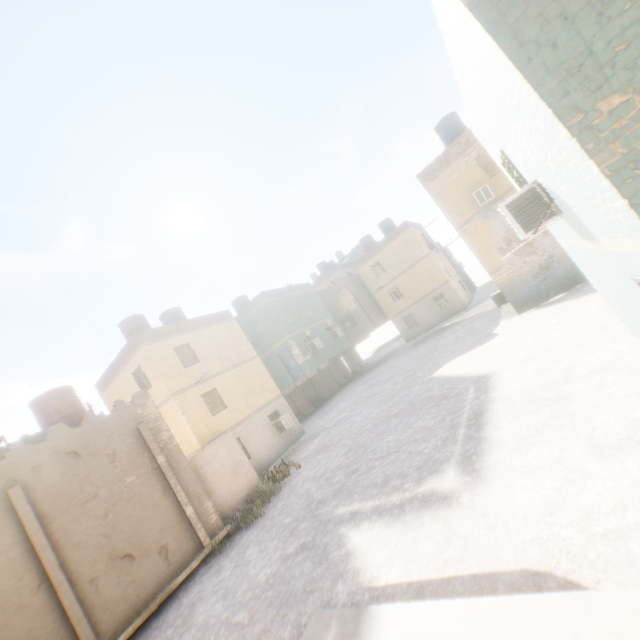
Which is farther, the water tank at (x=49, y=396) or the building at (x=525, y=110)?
the water tank at (x=49, y=396)

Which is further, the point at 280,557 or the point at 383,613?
the point at 280,557

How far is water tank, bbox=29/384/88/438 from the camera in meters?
12.8 m

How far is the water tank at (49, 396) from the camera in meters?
12.8 m

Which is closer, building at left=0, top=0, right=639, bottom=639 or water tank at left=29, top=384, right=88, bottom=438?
building at left=0, top=0, right=639, bottom=639
